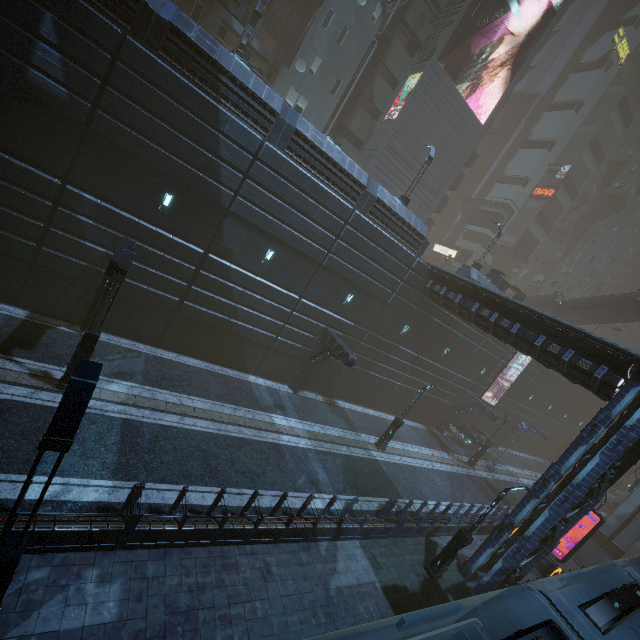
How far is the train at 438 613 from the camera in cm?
569

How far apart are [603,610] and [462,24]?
62.5m

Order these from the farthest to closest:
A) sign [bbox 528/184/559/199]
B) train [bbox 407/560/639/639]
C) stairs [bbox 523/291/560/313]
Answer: sign [bbox 528/184/559/199] → stairs [bbox 523/291/560/313] → train [bbox 407/560/639/639]

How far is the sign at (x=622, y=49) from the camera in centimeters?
4331cm

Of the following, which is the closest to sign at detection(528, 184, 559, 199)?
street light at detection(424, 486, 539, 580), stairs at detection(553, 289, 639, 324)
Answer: stairs at detection(553, 289, 639, 324)

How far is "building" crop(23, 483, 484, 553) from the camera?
7.5m

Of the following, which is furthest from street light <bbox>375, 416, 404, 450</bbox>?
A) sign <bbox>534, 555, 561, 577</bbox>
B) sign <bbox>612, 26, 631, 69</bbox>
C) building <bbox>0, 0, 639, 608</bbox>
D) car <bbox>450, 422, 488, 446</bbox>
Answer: sign <bbox>612, 26, 631, 69</bbox>

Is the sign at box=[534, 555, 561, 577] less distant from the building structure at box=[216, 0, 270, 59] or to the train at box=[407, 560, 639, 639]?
the train at box=[407, 560, 639, 639]
